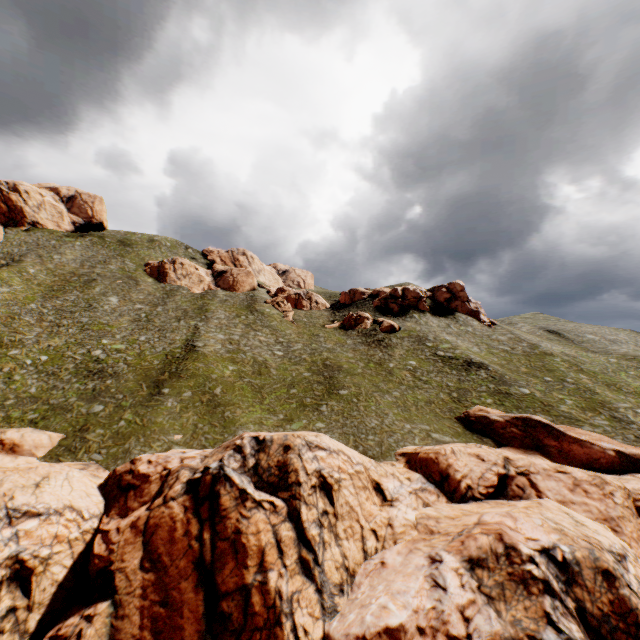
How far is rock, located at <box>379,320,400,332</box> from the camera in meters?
57.3 m

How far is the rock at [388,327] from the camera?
57.3 meters

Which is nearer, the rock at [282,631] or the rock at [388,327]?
the rock at [282,631]

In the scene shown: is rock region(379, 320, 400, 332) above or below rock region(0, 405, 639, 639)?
above

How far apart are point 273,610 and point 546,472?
22.1m

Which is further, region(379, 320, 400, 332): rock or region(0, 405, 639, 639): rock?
region(379, 320, 400, 332): rock
